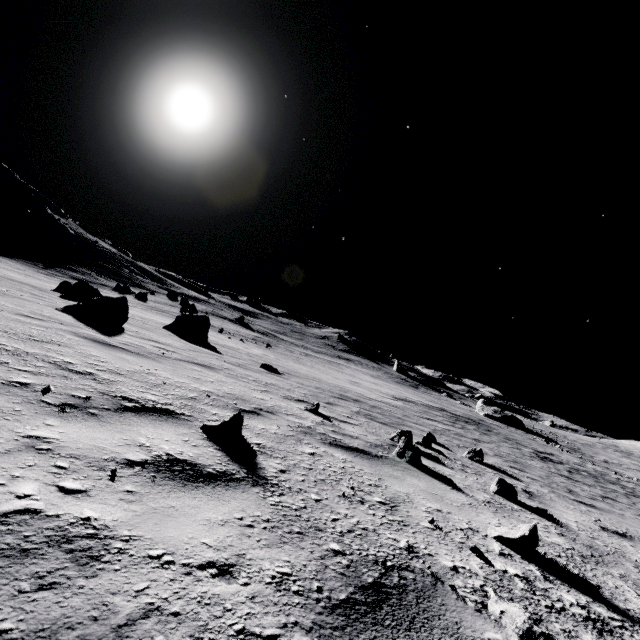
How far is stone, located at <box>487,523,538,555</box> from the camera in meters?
2.3

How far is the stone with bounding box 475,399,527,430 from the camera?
46.9m

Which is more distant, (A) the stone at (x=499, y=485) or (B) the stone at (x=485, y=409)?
(B) the stone at (x=485, y=409)

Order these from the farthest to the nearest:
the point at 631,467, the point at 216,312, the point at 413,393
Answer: the point at 216,312
the point at 631,467
the point at 413,393

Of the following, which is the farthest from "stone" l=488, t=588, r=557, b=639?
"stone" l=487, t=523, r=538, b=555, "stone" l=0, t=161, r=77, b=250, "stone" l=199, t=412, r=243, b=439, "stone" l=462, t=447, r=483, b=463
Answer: "stone" l=0, t=161, r=77, b=250

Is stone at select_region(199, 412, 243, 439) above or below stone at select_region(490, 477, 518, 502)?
above

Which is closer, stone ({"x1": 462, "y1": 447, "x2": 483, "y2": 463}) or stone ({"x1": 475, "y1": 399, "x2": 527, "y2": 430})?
stone ({"x1": 462, "y1": 447, "x2": 483, "y2": 463})

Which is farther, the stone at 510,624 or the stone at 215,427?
the stone at 215,427
